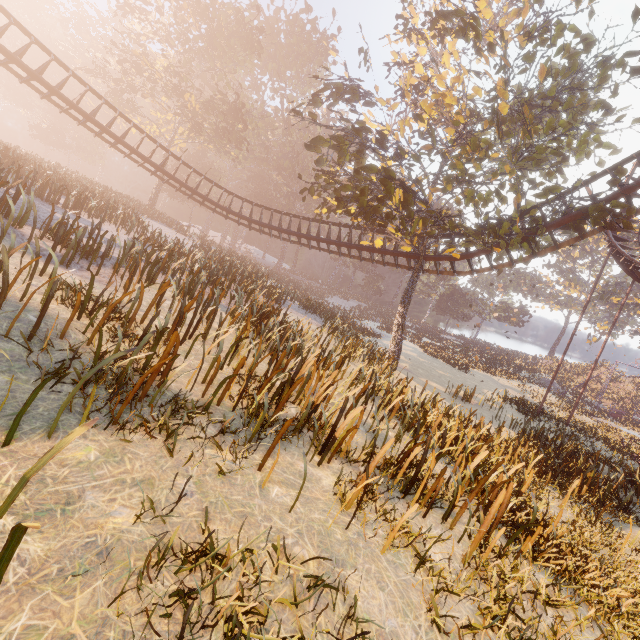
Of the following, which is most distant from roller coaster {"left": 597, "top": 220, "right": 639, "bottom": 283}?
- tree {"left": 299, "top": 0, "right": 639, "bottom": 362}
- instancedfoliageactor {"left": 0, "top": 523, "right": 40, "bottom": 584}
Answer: instancedfoliageactor {"left": 0, "top": 523, "right": 40, "bottom": 584}

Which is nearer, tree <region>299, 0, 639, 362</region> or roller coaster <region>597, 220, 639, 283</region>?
tree <region>299, 0, 639, 362</region>

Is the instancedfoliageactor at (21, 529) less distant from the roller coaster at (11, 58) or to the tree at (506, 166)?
the tree at (506, 166)

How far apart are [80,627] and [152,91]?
43.56m

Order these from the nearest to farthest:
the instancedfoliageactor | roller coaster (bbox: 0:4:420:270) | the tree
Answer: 1. the instancedfoliageactor
2. the tree
3. roller coaster (bbox: 0:4:420:270)

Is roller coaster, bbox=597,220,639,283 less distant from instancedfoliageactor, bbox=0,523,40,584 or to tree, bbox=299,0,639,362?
tree, bbox=299,0,639,362

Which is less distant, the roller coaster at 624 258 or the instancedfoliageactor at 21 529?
the instancedfoliageactor at 21 529

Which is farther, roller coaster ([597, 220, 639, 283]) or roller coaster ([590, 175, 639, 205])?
roller coaster ([597, 220, 639, 283])
